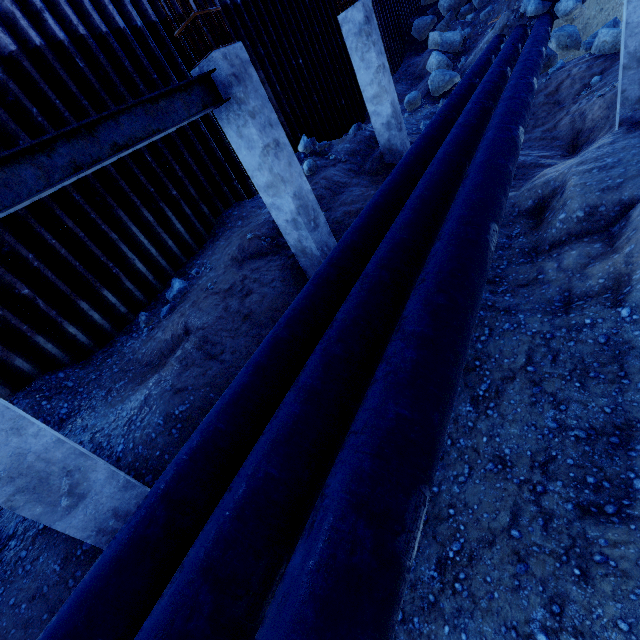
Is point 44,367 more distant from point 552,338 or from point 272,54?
point 272,54

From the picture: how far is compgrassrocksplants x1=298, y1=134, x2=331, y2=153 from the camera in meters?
10.7

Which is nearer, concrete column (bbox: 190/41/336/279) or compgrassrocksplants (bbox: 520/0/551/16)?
concrete column (bbox: 190/41/336/279)

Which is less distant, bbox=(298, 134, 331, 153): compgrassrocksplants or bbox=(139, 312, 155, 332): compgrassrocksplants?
bbox=(139, 312, 155, 332): compgrassrocksplants

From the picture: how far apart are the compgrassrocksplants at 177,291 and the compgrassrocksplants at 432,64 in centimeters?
1497cm

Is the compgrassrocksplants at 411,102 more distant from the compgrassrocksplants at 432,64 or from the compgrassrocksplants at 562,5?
the compgrassrocksplants at 562,5

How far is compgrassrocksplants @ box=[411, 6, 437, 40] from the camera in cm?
1889

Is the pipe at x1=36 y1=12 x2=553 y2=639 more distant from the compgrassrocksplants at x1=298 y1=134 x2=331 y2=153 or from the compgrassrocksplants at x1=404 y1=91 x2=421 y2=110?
the compgrassrocksplants at x1=298 y1=134 x2=331 y2=153
